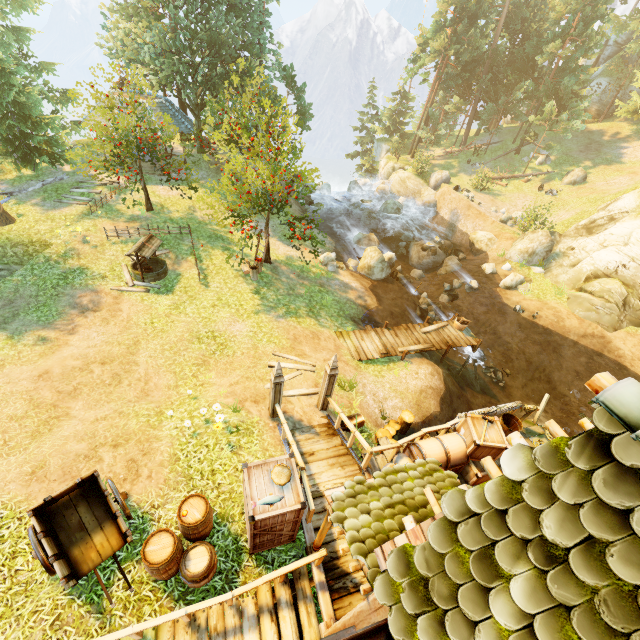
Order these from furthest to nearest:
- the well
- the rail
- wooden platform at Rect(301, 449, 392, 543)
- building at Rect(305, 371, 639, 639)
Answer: the well, wooden platform at Rect(301, 449, 392, 543), the rail, building at Rect(305, 371, 639, 639)

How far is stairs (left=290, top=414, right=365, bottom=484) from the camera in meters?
7.8

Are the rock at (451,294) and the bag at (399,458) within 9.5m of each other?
no

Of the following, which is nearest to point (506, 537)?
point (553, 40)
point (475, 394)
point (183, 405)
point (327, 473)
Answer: point (327, 473)

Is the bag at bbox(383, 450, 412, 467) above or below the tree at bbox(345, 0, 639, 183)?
below

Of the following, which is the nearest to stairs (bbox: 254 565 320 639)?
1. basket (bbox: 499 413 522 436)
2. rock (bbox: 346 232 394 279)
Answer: basket (bbox: 499 413 522 436)

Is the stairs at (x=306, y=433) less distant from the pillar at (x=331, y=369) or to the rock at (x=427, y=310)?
the pillar at (x=331, y=369)

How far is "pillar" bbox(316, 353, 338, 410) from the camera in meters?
9.1 m
